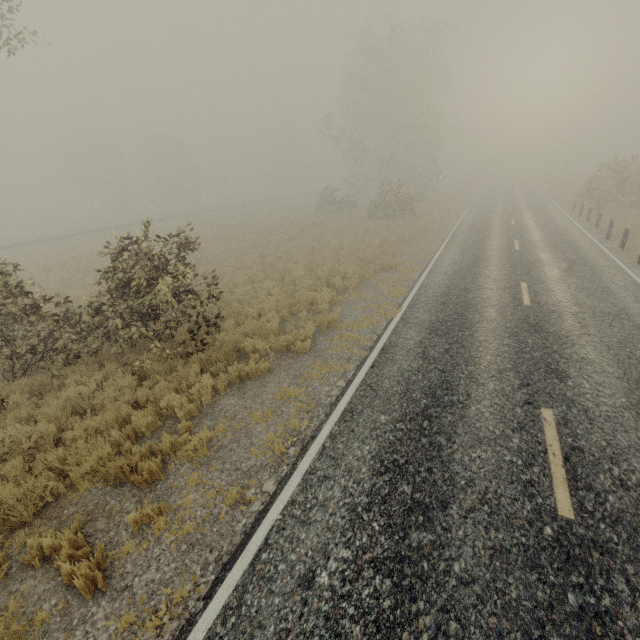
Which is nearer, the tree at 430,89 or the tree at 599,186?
the tree at 599,186

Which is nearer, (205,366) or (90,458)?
(90,458)

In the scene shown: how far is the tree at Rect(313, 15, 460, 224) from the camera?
31.3 meters

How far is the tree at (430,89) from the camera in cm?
3133

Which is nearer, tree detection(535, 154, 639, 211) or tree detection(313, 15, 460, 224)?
tree detection(535, 154, 639, 211)
